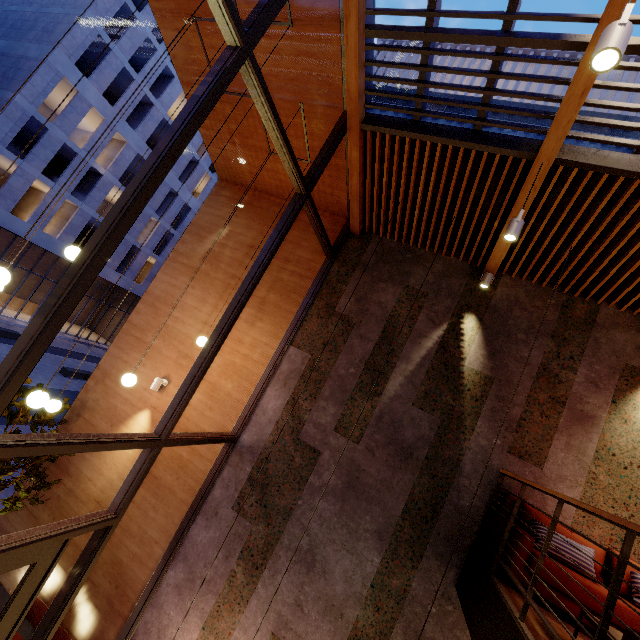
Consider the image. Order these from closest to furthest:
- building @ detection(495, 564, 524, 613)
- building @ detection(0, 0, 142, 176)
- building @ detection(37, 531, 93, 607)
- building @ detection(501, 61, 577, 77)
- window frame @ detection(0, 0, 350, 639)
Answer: window frame @ detection(0, 0, 350, 639) → building @ detection(495, 564, 524, 613) → building @ detection(37, 531, 93, 607) → building @ detection(501, 61, 577, 77) → building @ detection(0, 0, 142, 176)

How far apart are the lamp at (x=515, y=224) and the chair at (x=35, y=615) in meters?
9.0

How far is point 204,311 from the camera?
7.1 meters

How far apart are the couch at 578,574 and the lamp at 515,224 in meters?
3.4 m

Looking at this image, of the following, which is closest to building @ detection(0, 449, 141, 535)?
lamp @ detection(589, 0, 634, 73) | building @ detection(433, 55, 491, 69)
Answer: lamp @ detection(589, 0, 634, 73)

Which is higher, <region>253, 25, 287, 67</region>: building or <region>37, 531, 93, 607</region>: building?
<region>253, 25, 287, 67</region>: building

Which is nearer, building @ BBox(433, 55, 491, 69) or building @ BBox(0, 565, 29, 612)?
building @ BBox(0, 565, 29, 612)

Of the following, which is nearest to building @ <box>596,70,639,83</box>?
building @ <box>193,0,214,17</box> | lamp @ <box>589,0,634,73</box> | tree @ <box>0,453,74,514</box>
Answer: building @ <box>193,0,214,17</box>
